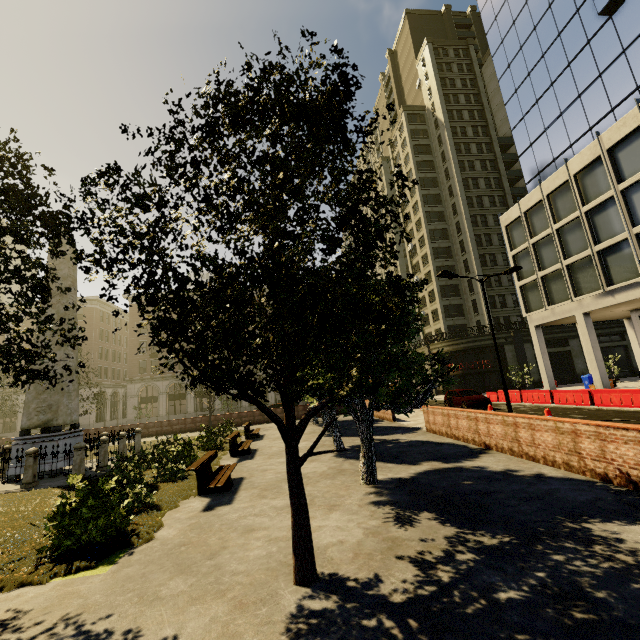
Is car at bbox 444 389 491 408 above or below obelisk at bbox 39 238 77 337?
below

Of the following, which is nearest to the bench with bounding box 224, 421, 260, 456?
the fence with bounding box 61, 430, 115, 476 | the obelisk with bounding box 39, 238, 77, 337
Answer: the fence with bounding box 61, 430, 115, 476

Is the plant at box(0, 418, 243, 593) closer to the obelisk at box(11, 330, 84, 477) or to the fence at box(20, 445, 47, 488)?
the fence at box(20, 445, 47, 488)

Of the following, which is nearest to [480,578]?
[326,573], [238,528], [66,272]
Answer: [326,573]

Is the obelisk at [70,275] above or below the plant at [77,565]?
above

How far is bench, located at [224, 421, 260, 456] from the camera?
14.0 meters

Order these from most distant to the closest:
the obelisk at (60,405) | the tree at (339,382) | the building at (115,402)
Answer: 1. the building at (115,402)
2. the obelisk at (60,405)
3. the tree at (339,382)

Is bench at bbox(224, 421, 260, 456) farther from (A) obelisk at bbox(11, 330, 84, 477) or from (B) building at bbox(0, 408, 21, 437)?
(B) building at bbox(0, 408, 21, 437)
